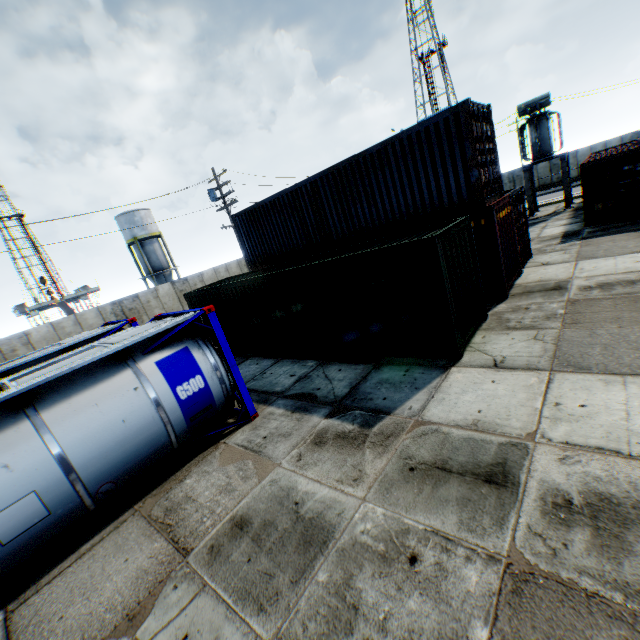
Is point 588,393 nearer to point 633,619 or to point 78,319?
point 633,619

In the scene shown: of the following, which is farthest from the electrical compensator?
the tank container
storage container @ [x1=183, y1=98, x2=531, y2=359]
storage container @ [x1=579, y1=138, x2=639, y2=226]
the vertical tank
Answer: the vertical tank

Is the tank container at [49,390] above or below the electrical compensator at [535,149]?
below

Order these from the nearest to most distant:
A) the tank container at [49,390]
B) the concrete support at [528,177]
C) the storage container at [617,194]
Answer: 1. the tank container at [49,390]
2. the storage container at [617,194]
3. the concrete support at [528,177]

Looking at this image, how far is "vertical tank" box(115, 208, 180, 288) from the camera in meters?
37.9 m

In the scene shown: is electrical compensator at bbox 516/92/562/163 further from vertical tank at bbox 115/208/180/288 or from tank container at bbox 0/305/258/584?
vertical tank at bbox 115/208/180/288

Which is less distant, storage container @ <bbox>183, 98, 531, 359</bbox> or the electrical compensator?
storage container @ <bbox>183, 98, 531, 359</bbox>

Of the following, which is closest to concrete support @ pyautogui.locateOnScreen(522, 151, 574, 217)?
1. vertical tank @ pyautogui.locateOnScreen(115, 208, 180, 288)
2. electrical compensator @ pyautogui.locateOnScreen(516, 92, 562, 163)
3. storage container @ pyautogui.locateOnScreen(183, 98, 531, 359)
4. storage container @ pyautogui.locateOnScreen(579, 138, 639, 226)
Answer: electrical compensator @ pyautogui.locateOnScreen(516, 92, 562, 163)
